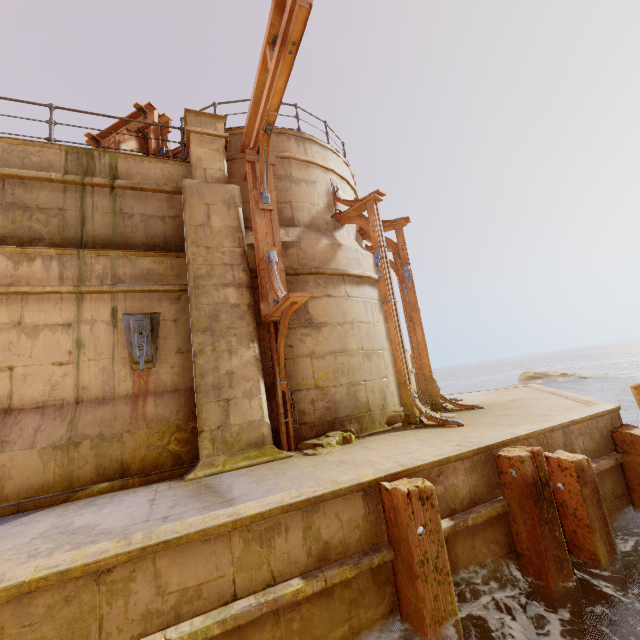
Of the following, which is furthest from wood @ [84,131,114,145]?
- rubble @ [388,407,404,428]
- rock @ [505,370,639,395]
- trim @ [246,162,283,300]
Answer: rock @ [505,370,639,395]

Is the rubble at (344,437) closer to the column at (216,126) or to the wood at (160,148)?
the column at (216,126)

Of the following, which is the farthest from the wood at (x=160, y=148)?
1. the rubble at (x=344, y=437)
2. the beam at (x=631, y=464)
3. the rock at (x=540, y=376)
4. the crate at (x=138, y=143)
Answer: the rock at (x=540, y=376)

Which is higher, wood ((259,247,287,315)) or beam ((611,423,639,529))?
wood ((259,247,287,315))

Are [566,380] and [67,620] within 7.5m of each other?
no

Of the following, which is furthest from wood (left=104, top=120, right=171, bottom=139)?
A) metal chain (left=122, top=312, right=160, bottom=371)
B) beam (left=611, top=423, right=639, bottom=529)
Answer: beam (left=611, top=423, right=639, bottom=529)

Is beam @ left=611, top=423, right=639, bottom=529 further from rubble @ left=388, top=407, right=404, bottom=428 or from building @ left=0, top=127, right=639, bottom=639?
rubble @ left=388, top=407, right=404, bottom=428

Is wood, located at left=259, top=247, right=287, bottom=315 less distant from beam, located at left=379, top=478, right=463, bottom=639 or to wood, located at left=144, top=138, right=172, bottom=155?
beam, located at left=379, top=478, right=463, bottom=639
